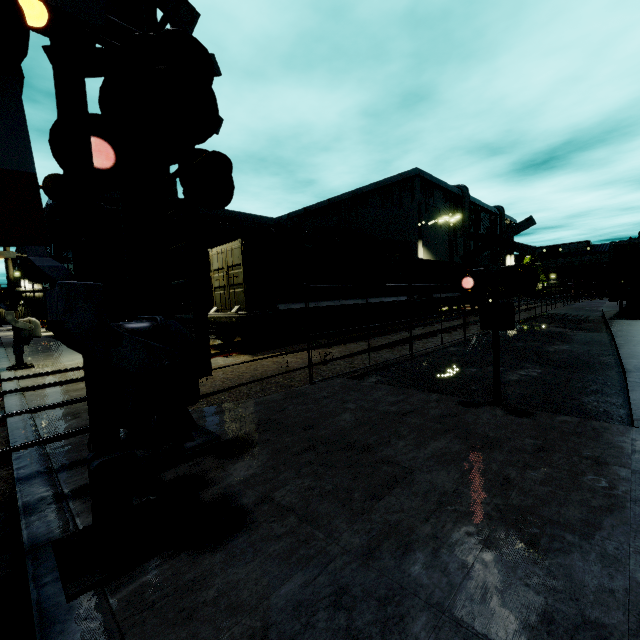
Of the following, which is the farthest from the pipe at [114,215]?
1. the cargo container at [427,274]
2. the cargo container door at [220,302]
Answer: the cargo container door at [220,302]

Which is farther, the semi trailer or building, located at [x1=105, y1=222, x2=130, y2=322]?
building, located at [x1=105, y1=222, x2=130, y2=322]

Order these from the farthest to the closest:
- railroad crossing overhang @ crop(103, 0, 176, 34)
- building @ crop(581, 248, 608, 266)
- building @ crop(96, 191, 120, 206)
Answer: building @ crop(581, 248, 608, 266)
building @ crop(96, 191, 120, 206)
railroad crossing overhang @ crop(103, 0, 176, 34)

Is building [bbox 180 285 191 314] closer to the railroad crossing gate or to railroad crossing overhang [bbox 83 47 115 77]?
the railroad crossing gate

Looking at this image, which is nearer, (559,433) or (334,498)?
(334,498)

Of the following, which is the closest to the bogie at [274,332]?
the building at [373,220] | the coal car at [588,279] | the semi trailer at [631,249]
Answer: the semi trailer at [631,249]

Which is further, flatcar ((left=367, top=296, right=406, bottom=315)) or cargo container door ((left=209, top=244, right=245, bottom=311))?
flatcar ((left=367, top=296, right=406, bottom=315))

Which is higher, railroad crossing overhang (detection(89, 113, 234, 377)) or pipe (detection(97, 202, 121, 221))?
pipe (detection(97, 202, 121, 221))
